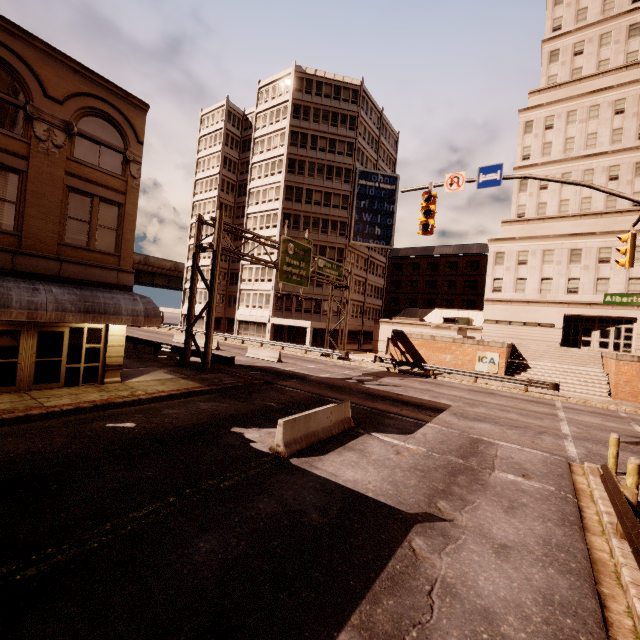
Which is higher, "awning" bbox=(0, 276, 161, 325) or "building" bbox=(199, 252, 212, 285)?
"building" bbox=(199, 252, 212, 285)

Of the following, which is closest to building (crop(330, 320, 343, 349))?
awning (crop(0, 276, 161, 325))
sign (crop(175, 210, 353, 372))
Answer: sign (crop(175, 210, 353, 372))

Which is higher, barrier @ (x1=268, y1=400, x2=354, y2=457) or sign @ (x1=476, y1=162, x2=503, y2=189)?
sign @ (x1=476, y1=162, x2=503, y2=189)

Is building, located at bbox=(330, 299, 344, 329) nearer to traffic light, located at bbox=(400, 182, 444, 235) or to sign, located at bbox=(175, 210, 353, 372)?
sign, located at bbox=(175, 210, 353, 372)

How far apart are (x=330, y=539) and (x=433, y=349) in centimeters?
2740cm

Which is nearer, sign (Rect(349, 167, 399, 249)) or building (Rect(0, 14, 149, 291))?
building (Rect(0, 14, 149, 291))

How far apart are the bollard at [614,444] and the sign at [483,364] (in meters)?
18.91

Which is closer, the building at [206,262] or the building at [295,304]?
the building at [295,304]
